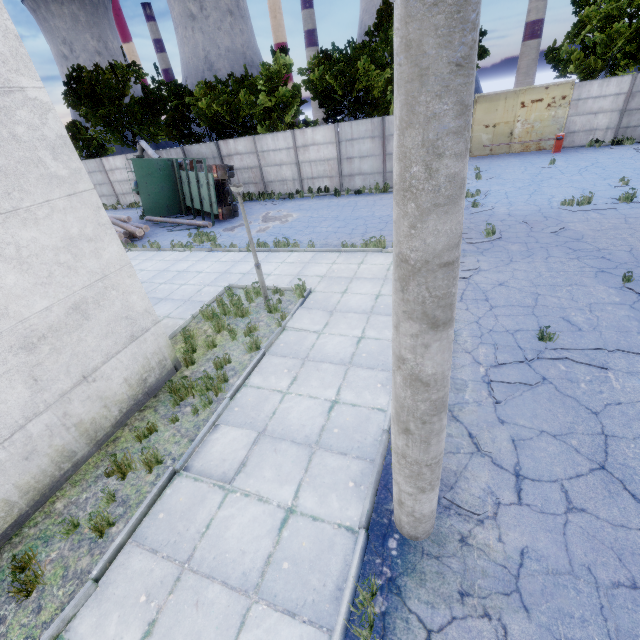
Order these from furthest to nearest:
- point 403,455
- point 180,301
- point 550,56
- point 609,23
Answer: point 550,56, point 609,23, point 180,301, point 403,455

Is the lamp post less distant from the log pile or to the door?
the log pile

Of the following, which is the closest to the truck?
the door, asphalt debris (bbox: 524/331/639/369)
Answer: asphalt debris (bbox: 524/331/639/369)

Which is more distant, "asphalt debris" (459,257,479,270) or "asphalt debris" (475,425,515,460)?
"asphalt debris" (459,257,479,270)

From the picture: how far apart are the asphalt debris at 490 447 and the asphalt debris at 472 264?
5.0m

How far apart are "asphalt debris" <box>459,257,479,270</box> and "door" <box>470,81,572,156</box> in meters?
18.8 m

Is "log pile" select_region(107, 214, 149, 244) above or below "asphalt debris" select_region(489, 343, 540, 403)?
above

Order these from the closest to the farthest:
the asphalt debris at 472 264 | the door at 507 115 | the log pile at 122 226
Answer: the asphalt debris at 472 264 → the log pile at 122 226 → the door at 507 115
